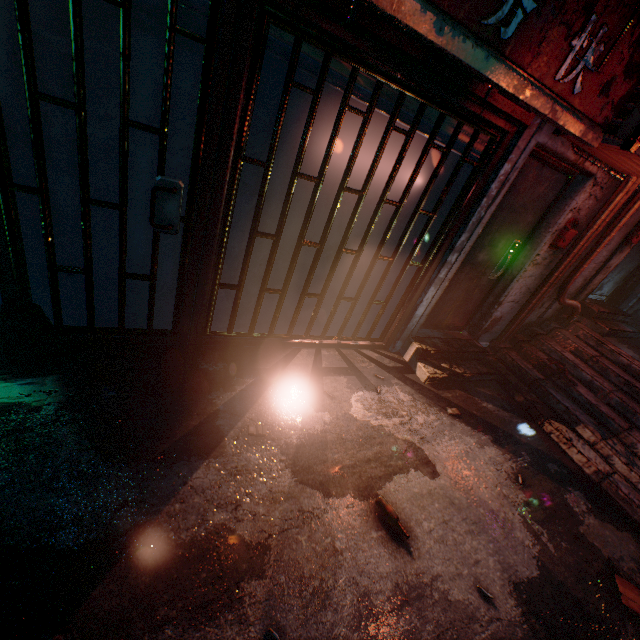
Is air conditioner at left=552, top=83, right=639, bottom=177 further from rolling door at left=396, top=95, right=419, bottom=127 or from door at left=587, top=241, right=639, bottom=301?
door at left=587, top=241, right=639, bottom=301

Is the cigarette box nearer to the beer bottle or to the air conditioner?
the beer bottle

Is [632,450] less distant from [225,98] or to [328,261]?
[328,261]

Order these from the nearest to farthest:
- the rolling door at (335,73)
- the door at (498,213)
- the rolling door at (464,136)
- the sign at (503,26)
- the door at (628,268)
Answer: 1. the sign at (503,26)
2. the rolling door at (335,73)
3. the rolling door at (464,136)
4. the door at (498,213)
5. the door at (628,268)

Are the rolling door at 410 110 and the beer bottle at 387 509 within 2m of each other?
no

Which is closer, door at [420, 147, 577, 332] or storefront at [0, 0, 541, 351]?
storefront at [0, 0, 541, 351]

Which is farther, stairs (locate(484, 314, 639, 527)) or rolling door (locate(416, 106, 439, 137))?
stairs (locate(484, 314, 639, 527))

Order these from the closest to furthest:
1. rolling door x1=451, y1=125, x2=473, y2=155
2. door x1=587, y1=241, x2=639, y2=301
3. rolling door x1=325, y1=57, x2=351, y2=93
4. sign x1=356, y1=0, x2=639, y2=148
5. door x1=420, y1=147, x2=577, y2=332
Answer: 1. sign x1=356, y1=0, x2=639, y2=148
2. rolling door x1=325, y1=57, x2=351, y2=93
3. rolling door x1=451, y1=125, x2=473, y2=155
4. door x1=420, y1=147, x2=577, y2=332
5. door x1=587, y1=241, x2=639, y2=301
